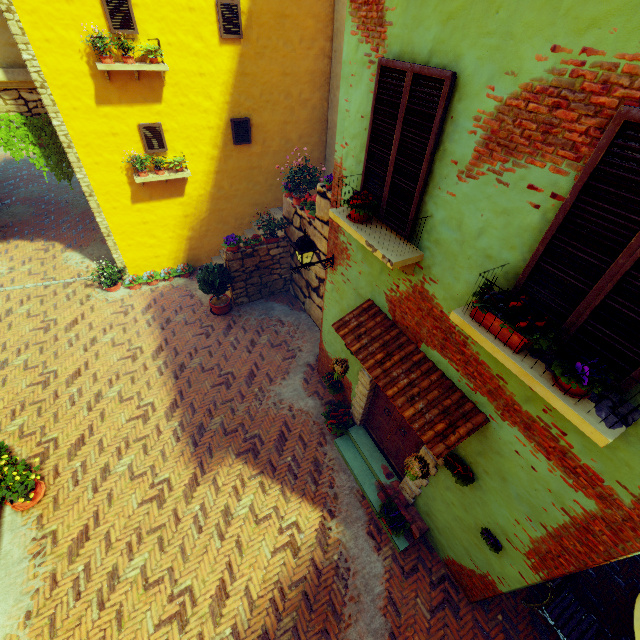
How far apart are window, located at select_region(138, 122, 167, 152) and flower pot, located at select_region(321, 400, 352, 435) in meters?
8.4

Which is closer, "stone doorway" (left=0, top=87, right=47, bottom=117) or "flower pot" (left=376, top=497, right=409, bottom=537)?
"flower pot" (left=376, top=497, right=409, bottom=537)

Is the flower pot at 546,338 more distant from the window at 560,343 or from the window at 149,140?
the window at 149,140

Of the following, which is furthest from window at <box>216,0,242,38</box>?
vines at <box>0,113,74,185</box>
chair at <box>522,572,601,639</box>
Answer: chair at <box>522,572,601,639</box>

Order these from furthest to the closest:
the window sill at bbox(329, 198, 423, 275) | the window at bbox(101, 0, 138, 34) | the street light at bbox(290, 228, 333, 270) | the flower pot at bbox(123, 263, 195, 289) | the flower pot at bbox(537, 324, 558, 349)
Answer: the flower pot at bbox(123, 263, 195, 289) → the window at bbox(101, 0, 138, 34) → the street light at bbox(290, 228, 333, 270) → the window sill at bbox(329, 198, 423, 275) → the flower pot at bbox(537, 324, 558, 349)

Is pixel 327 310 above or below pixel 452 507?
above

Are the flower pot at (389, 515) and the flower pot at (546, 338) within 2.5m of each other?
no

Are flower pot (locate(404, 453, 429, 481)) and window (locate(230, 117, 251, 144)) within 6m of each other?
no
